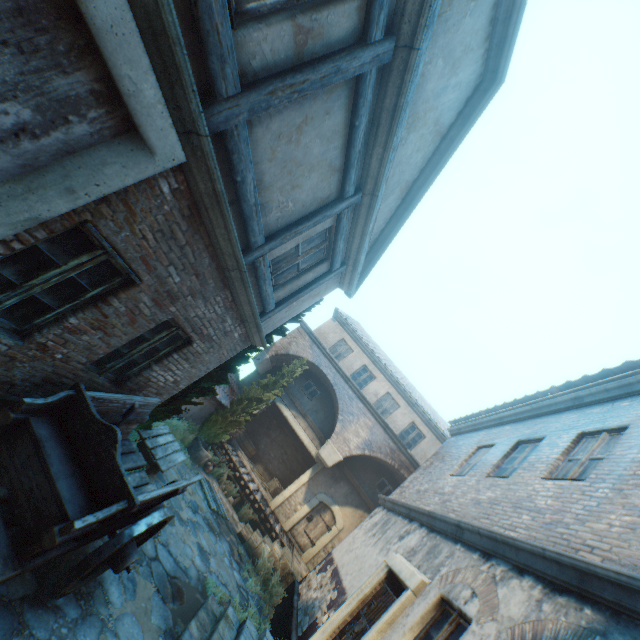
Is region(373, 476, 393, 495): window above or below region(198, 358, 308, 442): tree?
above

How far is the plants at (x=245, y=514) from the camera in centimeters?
1292cm

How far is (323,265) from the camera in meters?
6.5

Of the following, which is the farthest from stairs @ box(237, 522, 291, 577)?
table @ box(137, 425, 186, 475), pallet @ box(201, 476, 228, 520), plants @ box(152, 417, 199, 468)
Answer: table @ box(137, 425, 186, 475)

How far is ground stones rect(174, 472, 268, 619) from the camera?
8.64m

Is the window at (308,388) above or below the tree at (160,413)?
above

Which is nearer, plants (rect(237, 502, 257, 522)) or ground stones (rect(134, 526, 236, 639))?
ground stones (rect(134, 526, 236, 639))

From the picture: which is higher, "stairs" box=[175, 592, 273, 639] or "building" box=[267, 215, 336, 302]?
"building" box=[267, 215, 336, 302]
